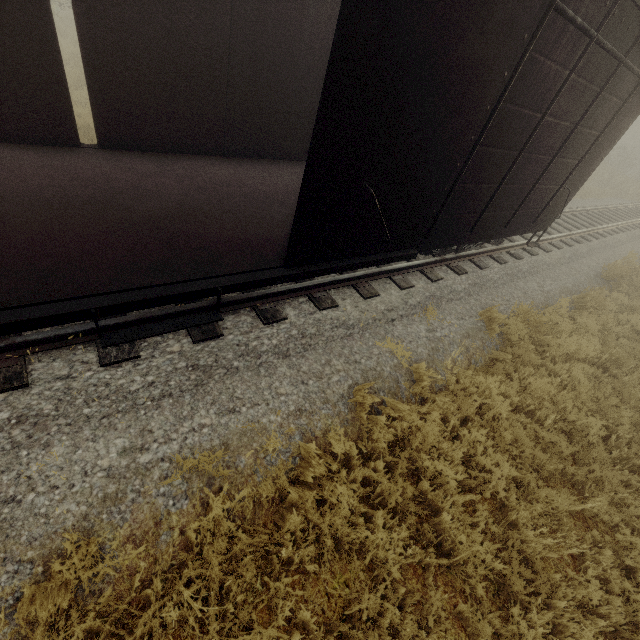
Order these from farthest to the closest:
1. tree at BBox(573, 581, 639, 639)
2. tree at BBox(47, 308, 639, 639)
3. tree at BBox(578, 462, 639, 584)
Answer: tree at BBox(578, 462, 639, 584), tree at BBox(573, 581, 639, 639), tree at BBox(47, 308, 639, 639)

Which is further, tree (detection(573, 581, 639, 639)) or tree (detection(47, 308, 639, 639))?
tree (detection(573, 581, 639, 639))

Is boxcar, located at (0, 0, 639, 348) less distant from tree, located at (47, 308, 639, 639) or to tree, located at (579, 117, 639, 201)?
tree, located at (47, 308, 639, 639)

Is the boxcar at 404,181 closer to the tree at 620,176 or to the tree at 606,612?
the tree at 606,612

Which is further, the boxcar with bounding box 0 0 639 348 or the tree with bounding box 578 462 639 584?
the tree with bounding box 578 462 639 584

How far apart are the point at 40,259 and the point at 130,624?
3.3m

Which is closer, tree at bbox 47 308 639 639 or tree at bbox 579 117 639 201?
tree at bbox 47 308 639 639
